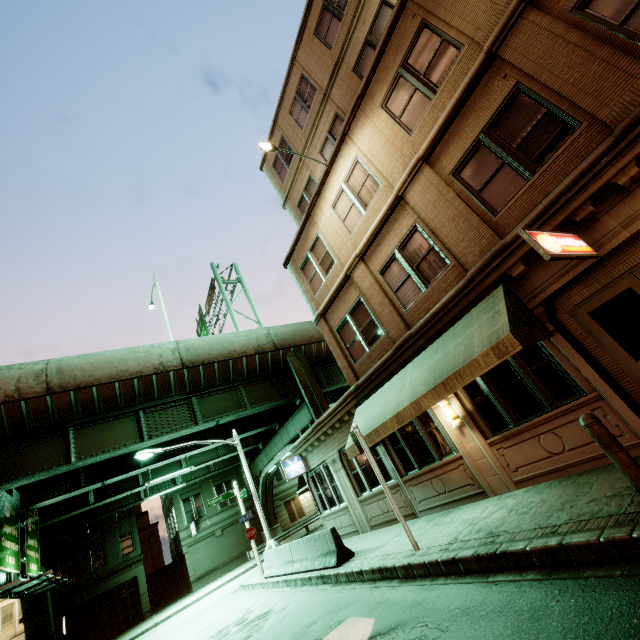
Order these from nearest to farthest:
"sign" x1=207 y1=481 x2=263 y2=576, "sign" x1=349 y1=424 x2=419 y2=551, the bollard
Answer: the bollard → "sign" x1=349 y1=424 x2=419 y2=551 → "sign" x1=207 y1=481 x2=263 y2=576

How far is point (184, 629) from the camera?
14.4m

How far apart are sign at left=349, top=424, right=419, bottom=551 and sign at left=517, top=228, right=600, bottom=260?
5.89m

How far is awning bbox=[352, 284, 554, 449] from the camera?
6.43m

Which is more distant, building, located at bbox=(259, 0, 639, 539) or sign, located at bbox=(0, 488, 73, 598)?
sign, located at bbox=(0, 488, 73, 598)

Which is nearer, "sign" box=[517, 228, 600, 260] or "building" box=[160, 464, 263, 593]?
"sign" box=[517, 228, 600, 260]

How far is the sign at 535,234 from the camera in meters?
4.9 m

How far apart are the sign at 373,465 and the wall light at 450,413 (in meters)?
2.35
